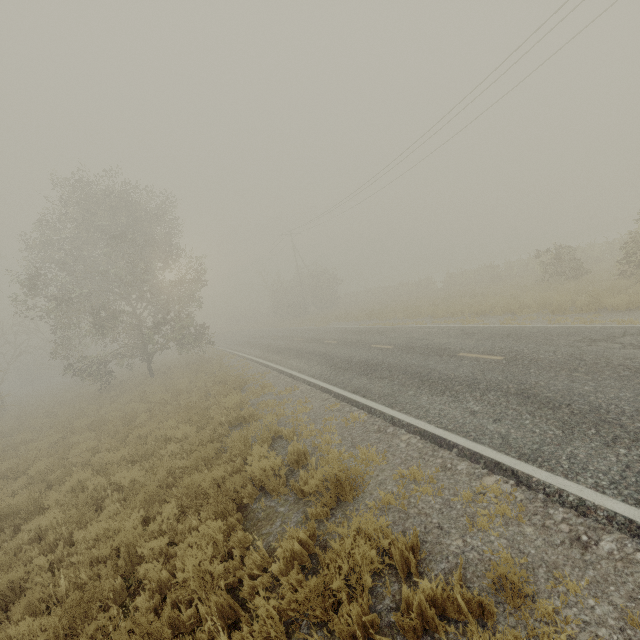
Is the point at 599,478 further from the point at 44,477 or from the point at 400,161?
the point at 400,161
